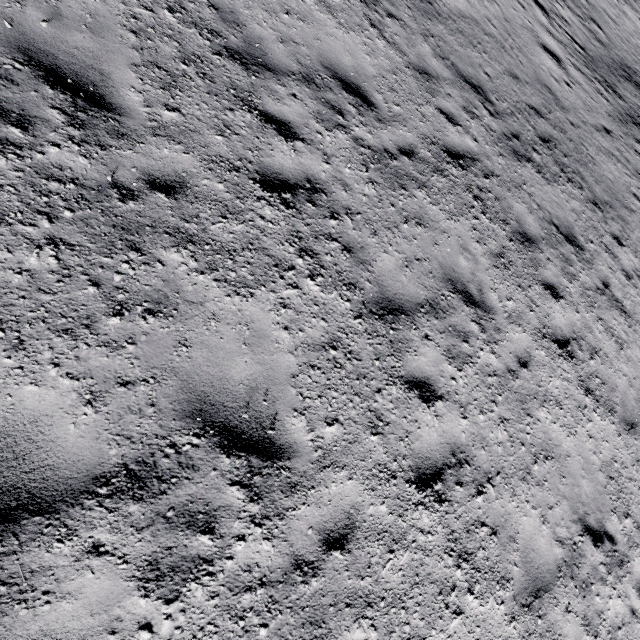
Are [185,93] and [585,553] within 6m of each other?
no
